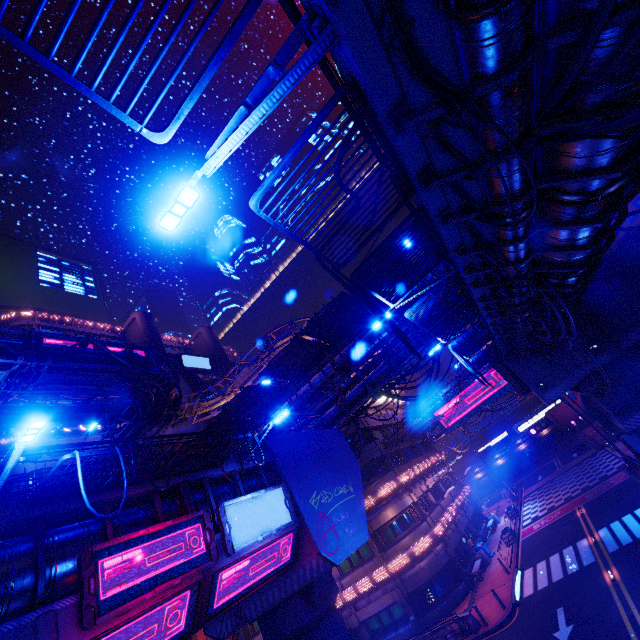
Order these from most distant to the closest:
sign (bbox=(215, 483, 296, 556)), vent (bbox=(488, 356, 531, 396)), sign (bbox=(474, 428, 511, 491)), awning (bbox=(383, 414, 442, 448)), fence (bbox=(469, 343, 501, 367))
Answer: sign (bbox=(474, 428, 511, 491)) → awning (bbox=(383, 414, 442, 448)) → vent (bbox=(488, 356, 531, 396)) → fence (bbox=(469, 343, 501, 367)) → sign (bbox=(215, 483, 296, 556))

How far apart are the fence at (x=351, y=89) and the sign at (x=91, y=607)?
8.9m

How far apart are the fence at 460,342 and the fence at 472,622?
16.06m

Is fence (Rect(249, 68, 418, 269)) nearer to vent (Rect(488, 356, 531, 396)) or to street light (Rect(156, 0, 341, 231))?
street light (Rect(156, 0, 341, 231))

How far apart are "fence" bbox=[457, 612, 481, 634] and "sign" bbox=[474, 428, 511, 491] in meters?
26.6 m

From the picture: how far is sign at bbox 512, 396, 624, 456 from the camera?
27.9 meters

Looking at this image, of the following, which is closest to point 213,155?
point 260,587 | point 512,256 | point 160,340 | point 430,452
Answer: point 512,256

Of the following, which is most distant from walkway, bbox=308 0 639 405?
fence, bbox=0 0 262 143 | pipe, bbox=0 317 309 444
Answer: pipe, bbox=0 317 309 444
